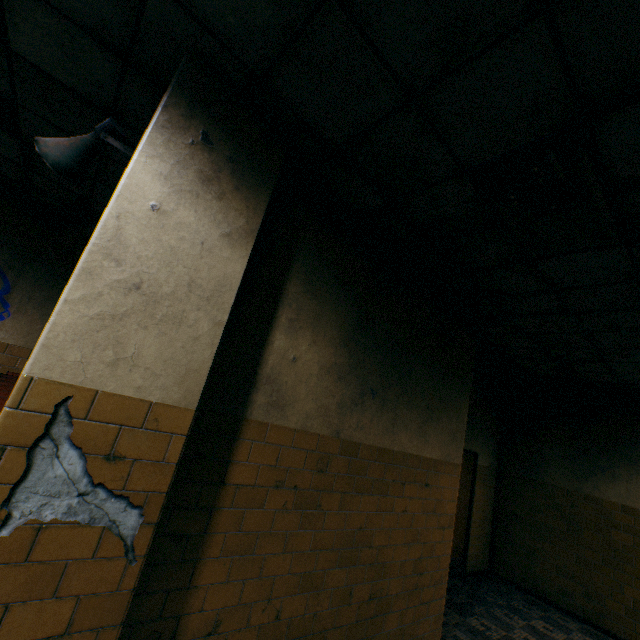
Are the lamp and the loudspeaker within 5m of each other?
yes

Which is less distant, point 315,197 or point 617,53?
point 617,53

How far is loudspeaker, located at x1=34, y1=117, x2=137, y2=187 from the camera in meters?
1.9

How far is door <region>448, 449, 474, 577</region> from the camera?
5.9m

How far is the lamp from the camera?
1.99m

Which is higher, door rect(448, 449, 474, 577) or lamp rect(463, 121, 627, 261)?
lamp rect(463, 121, 627, 261)

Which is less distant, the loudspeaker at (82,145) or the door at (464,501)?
the loudspeaker at (82,145)

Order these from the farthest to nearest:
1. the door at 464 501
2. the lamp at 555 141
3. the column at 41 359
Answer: the door at 464 501 → the lamp at 555 141 → the column at 41 359
